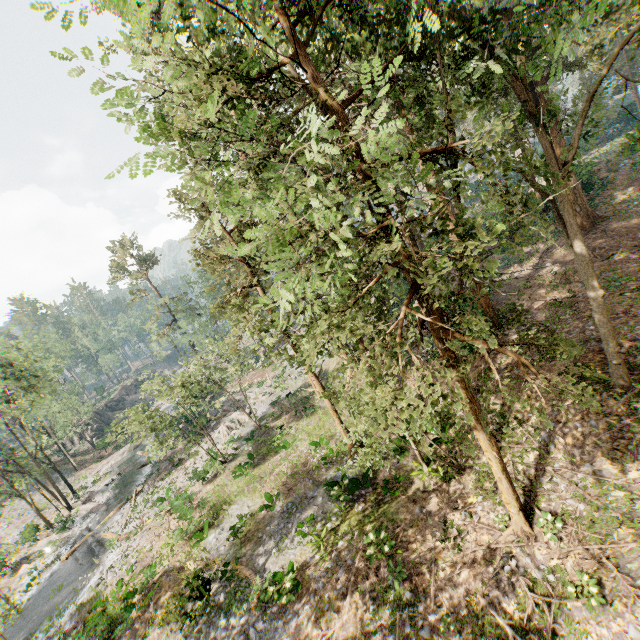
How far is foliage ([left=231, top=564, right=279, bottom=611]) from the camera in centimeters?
1318cm

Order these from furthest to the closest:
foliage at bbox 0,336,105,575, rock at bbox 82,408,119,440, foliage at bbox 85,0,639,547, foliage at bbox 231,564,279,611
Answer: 1. rock at bbox 82,408,119,440
2. foliage at bbox 0,336,105,575
3. foliage at bbox 231,564,279,611
4. foliage at bbox 85,0,639,547

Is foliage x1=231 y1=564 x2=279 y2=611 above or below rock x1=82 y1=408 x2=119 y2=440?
below

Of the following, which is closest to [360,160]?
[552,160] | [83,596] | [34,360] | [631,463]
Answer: [552,160]

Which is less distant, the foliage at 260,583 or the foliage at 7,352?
the foliage at 260,583

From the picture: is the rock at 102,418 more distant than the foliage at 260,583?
Yes

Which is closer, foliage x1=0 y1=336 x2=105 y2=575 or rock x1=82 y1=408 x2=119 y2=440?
foliage x1=0 y1=336 x2=105 y2=575

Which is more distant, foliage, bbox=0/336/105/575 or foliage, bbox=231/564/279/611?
foliage, bbox=0/336/105/575
